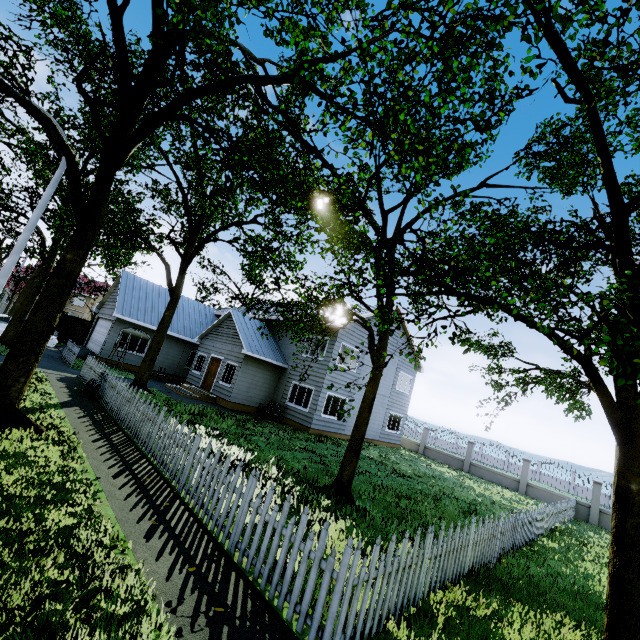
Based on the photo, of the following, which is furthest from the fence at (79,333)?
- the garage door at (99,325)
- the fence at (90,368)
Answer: the garage door at (99,325)

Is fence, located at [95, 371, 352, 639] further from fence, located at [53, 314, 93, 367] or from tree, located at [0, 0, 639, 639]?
tree, located at [0, 0, 639, 639]

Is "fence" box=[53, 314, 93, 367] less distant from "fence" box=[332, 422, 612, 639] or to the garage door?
"fence" box=[332, 422, 612, 639]

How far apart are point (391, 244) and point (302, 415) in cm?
1169

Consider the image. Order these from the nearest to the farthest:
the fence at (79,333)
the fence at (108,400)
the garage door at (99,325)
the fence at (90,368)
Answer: the fence at (108,400), the fence at (90,368), the fence at (79,333), the garage door at (99,325)

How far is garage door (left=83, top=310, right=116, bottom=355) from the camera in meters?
21.2 m

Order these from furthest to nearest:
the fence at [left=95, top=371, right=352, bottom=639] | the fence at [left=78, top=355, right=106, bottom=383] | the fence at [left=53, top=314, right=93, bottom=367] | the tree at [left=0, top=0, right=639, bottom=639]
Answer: the fence at [left=53, top=314, right=93, bottom=367] < the fence at [left=78, top=355, right=106, bottom=383] < the tree at [left=0, top=0, right=639, bottom=639] < the fence at [left=95, top=371, right=352, bottom=639]

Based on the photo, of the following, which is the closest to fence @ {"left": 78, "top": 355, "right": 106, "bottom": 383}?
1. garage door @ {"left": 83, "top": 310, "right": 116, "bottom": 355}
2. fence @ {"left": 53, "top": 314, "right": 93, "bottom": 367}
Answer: fence @ {"left": 53, "top": 314, "right": 93, "bottom": 367}
